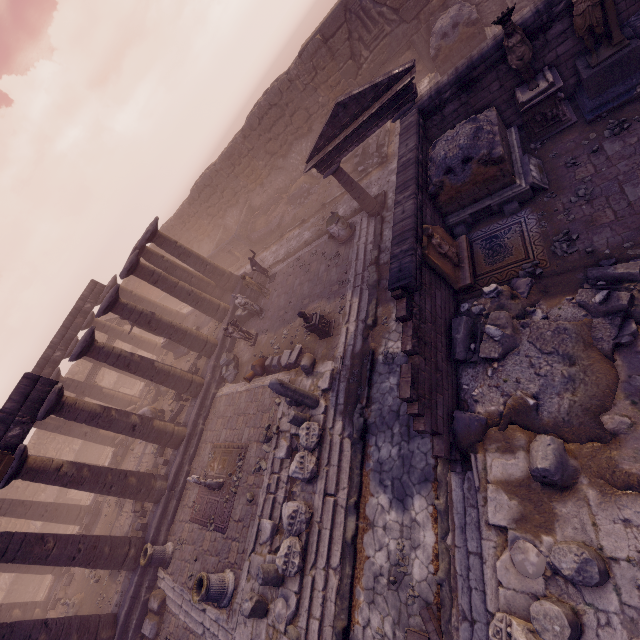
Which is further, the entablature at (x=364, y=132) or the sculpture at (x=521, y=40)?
the entablature at (x=364, y=132)

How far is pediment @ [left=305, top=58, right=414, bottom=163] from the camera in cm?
970

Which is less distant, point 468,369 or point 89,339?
point 468,369

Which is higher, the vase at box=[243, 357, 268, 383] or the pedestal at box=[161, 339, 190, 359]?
the pedestal at box=[161, 339, 190, 359]

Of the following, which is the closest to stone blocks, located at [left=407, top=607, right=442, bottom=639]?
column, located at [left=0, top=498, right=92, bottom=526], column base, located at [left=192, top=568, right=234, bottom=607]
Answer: column base, located at [left=192, top=568, right=234, bottom=607]

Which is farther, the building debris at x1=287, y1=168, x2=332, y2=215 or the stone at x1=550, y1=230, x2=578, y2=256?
the building debris at x1=287, y1=168, x2=332, y2=215

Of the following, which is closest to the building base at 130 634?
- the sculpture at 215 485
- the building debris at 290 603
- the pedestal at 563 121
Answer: the sculpture at 215 485

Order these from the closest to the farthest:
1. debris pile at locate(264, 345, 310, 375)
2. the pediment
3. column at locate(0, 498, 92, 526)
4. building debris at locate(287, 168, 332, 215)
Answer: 1. the pediment
2. debris pile at locate(264, 345, 310, 375)
3. column at locate(0, 498, 92, 526)
4. building debris at locate(287, 168, 332, 215)
